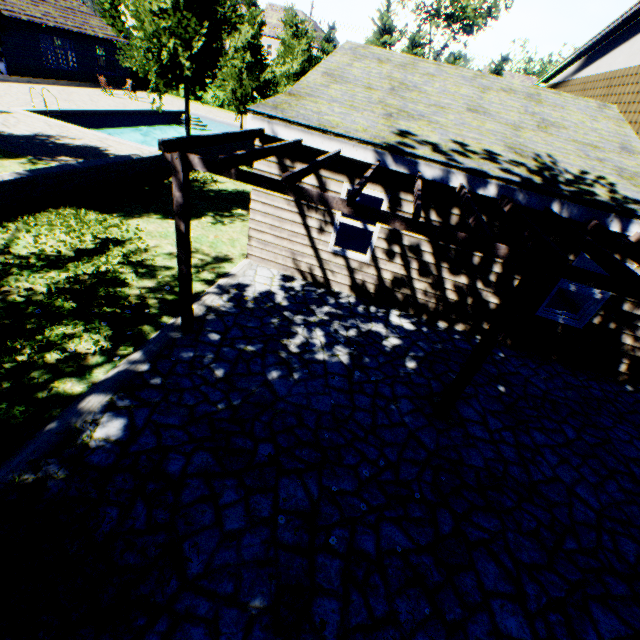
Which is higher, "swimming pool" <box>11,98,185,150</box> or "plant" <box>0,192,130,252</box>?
"plant" <box>0,192,130,252</box>

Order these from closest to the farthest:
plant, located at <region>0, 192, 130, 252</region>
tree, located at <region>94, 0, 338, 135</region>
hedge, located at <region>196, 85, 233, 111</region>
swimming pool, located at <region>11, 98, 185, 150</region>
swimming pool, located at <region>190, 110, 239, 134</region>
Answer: plant, located at <region>0, 192, 130, 252</region> < tree, located at <region>94, 0, 338, 135</region> < swimming pool, located at <region>11, 98, 185, 150</region> < swimming pool, located at <region>190, 110, 239, 134</region> < hedge, located at <region>196, 85, 233, 111</region>

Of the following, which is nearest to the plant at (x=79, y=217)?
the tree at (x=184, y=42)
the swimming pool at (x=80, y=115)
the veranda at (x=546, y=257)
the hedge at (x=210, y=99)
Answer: the tree at (x=184, y=42)

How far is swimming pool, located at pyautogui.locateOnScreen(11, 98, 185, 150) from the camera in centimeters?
1603cm

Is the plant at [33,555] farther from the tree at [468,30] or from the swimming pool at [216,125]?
the swimming pool at [216,125]

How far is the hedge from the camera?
32.7m

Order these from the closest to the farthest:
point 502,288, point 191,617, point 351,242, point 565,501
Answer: point 191,617 < point 565,501 < point 502,288 < point 351,242
